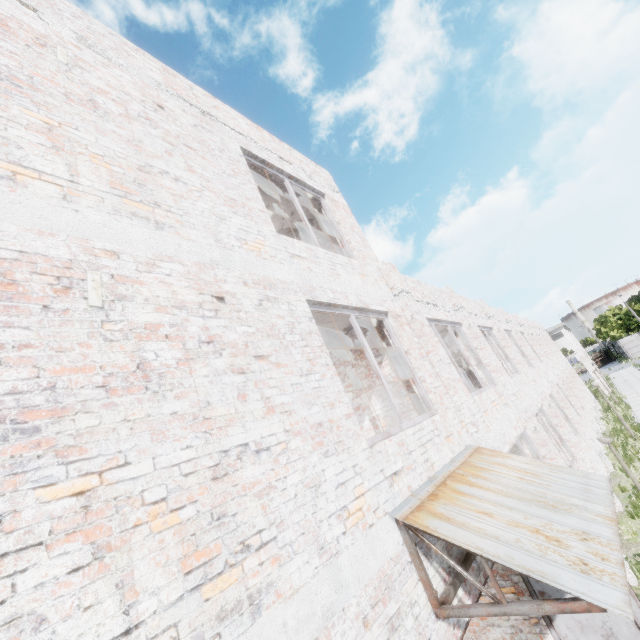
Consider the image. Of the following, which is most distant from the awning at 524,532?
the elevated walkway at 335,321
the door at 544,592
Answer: the elevated walkway at 335,321

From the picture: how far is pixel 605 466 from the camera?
14.8 meters

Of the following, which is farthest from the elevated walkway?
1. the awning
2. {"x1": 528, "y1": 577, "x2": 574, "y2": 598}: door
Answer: {"x1": 528, "y1": 577, "x2": 574, "y2": 598}: door

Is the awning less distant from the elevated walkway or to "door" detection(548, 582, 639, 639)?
"door" detection(548, 582, 639, 639)

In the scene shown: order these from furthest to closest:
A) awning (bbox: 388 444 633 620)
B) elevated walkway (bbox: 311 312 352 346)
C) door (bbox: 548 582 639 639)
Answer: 1. elevated walkway (bbox: 311 312 352 346)
2. door (bbox: 548 582 639 639)
3. awning (bbox: 388 444 633 620)

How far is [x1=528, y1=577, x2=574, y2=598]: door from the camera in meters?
4.6 m
